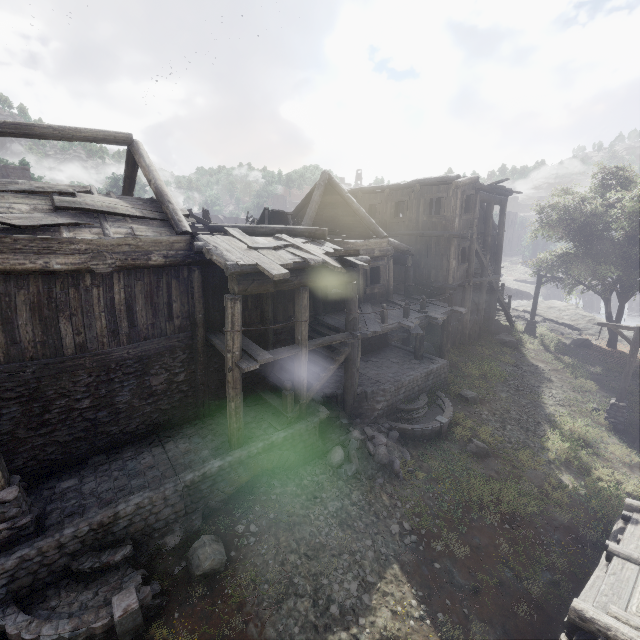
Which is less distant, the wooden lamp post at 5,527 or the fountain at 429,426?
the wooden lamp post at 5,527

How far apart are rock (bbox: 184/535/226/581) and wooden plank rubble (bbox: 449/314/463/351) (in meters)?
15.48

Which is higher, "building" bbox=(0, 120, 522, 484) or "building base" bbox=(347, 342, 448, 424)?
"building" bbox=(0, 120, 522, 484)

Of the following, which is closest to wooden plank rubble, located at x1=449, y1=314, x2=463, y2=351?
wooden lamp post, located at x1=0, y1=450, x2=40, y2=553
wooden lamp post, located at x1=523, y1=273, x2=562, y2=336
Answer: wooden lamp post, located at x1=523, y1=273, x2=562, y2=336

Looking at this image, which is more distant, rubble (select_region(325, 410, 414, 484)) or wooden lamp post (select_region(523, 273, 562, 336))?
wooden lamp post (select_region(523, 273, 562, 336))

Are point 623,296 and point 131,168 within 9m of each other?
no

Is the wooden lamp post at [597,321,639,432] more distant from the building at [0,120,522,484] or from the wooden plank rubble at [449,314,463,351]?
the wooden plank rubble at [449,314,463,351]

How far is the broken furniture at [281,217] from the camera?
16.1m
